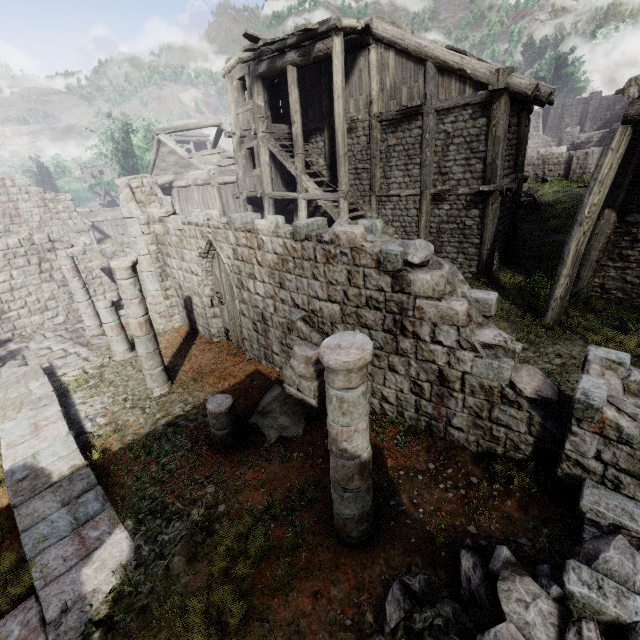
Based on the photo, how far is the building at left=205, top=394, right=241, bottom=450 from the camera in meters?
6.6 m

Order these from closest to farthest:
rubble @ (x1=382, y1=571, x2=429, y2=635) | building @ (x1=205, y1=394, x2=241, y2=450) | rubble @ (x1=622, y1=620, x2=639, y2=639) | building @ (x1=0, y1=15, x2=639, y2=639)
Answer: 1. rubble @ (x1=622, y1=620, x2=639, y2=639)
2. rubble @ (x1=382, y1=571, x2=429, y2=635)
3. building @ (x1=0, y1=15, x2=639, y2=639)
4. building @ (x1=205, y1=394, x2=241, y2=450)

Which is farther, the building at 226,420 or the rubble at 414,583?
the building at 226,420

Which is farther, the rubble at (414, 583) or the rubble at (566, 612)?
the rubble at (414, 583)

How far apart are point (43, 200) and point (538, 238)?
28.96m

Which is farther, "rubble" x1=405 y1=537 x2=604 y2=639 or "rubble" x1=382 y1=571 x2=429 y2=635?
"rubble" x1=382 y1=571 x2=429 y2=635

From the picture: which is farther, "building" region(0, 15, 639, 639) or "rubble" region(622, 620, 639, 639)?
Result: "building" region(0, 15, 639, 639)
